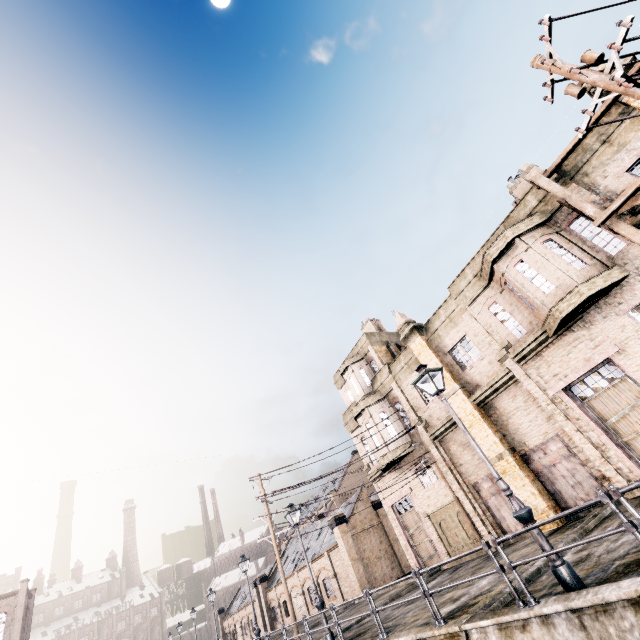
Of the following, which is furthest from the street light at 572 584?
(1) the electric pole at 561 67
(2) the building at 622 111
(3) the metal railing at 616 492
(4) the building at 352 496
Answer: (4) the building at 352 496

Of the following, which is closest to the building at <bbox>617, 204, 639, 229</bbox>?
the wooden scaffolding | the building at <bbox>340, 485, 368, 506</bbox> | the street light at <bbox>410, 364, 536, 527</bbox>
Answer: the wooden scaffolding

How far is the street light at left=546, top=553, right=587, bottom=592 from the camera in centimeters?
657cm

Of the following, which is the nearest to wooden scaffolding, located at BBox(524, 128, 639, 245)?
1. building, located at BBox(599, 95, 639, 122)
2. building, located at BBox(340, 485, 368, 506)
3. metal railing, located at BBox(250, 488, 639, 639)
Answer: building, located at BBox(599, 95, 639, 122)

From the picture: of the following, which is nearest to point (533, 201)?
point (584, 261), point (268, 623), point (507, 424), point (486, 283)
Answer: point (584, 261)

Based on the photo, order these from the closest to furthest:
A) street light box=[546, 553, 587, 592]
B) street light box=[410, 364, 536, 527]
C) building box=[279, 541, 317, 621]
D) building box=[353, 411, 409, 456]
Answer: street light box=[546, 553, 587, 592], street light box=[410, 364, 536, 527], building box=[353, 411, 409, 456], building box=[279, 541, 317, 621]

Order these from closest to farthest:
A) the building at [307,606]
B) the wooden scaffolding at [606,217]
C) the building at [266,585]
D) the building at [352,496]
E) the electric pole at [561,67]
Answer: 1. the electric pole at [561,67]
2. the wooden scaffolding at [606,217]
3. the building at [352,496]
4. the building at [307,606]
5. the building at [266,585]
